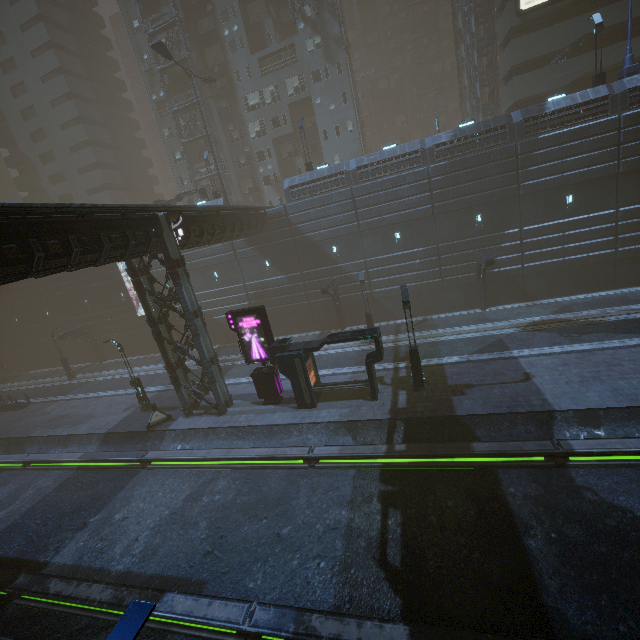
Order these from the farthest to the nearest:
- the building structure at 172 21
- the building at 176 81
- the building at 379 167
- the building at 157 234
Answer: the building at 176 81 → the building structure at 172 21 → the building at 379 167 → the building at 157 234

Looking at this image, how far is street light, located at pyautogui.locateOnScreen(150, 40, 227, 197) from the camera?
25.6m

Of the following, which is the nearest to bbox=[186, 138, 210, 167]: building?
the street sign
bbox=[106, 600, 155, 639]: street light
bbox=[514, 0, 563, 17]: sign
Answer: bbox=[514, 0, 563, 17]: sign

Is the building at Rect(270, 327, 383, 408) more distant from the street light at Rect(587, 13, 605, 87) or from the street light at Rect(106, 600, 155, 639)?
the street light at Rect(106, 600, 155, 639)

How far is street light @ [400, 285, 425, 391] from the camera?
16.02m

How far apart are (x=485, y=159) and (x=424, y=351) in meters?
14.9

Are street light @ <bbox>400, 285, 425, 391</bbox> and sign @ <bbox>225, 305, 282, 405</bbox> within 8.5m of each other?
yes

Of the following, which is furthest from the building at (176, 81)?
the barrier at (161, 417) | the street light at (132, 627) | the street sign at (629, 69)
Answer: the street light at (132, 627)
